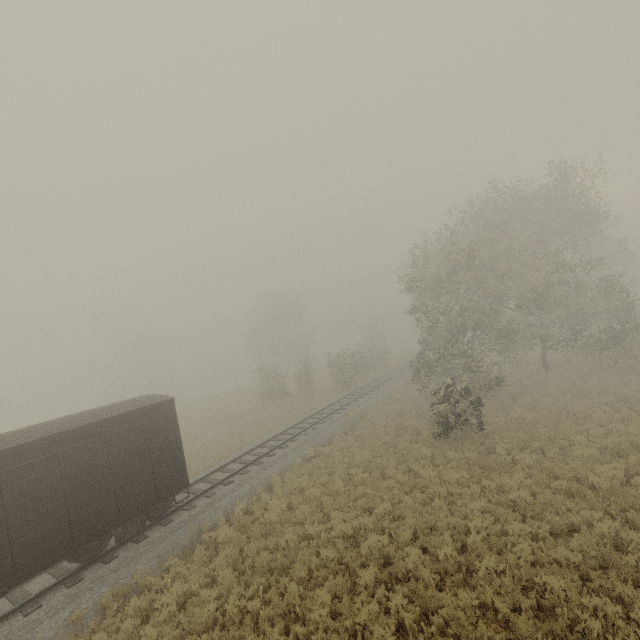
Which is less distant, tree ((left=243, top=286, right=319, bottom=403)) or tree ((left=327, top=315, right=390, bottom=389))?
tree ((left=327, top=315, right=390, bottom=389))

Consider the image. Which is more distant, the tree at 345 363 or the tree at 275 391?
the tree at 275 391

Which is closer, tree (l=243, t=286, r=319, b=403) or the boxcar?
the boxcar

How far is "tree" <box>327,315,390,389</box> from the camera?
32.7m

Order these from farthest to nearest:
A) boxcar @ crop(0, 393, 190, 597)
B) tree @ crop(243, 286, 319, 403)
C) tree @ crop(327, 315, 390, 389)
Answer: tree @ crop(243, 286, 319, 403), tree @ crop(327, 315, 390, 389), boxcar @ crop(0, 393, 190, 597)

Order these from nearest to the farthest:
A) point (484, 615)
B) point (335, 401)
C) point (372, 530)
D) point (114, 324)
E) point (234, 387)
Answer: point (484, 615) → point (372, 530) → point (335, 401) → point (234, 387) → point (114, 324)

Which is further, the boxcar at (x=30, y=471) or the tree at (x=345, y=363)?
the tree at (x=345, y=363)
